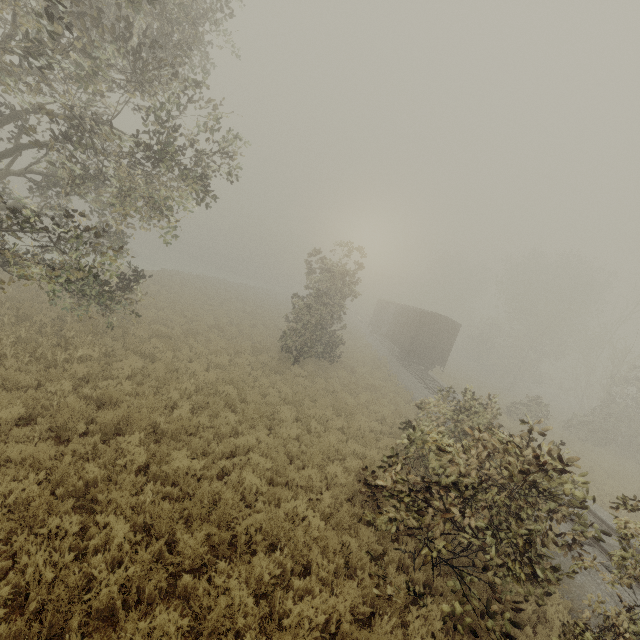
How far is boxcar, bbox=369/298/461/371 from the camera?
25.06m

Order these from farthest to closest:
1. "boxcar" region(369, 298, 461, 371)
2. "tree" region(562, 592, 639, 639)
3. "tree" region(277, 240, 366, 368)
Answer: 1. "boxcar" region(369, 298, 461, 371)
2. "tree" region(277, 240, 366, 368)
3. "tree" region(562, 592, 639, 639)

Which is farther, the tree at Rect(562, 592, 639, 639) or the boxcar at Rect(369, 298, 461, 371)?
the boxcar at Rect(369, 298, 461, 371)

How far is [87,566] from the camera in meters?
4.4 m

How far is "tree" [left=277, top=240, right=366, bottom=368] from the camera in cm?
1691

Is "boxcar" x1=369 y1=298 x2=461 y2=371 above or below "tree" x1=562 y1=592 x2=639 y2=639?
above

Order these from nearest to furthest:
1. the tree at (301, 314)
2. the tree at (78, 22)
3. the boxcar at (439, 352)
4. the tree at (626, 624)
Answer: the tree at (626, 624)
the tree at (78, 22)
the tree at (301, 314)
the boxcar at (439, 352)

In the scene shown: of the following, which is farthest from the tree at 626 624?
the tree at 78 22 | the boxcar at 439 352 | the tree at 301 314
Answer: the boxcar at 439 352
